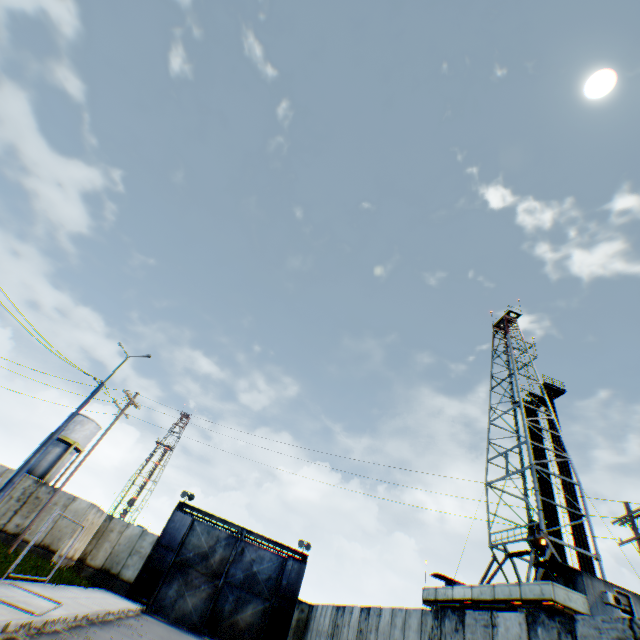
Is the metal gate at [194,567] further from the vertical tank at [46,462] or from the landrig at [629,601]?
the vertical tank at [46,462]

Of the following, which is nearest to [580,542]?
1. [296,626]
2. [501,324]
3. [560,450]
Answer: [560,450]

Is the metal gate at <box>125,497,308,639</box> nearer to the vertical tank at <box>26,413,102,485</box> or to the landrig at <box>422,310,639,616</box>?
the landrig at <box>422,310,639,616</box>

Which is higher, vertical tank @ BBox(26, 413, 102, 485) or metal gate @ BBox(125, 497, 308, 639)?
vertical tank @ BBox(26, 413, 102, 485)

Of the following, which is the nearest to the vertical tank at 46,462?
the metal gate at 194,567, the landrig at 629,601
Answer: the metal gate at 194,567

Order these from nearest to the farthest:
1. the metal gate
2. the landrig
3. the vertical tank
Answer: the landrig, the metal gate, the vertical tank
